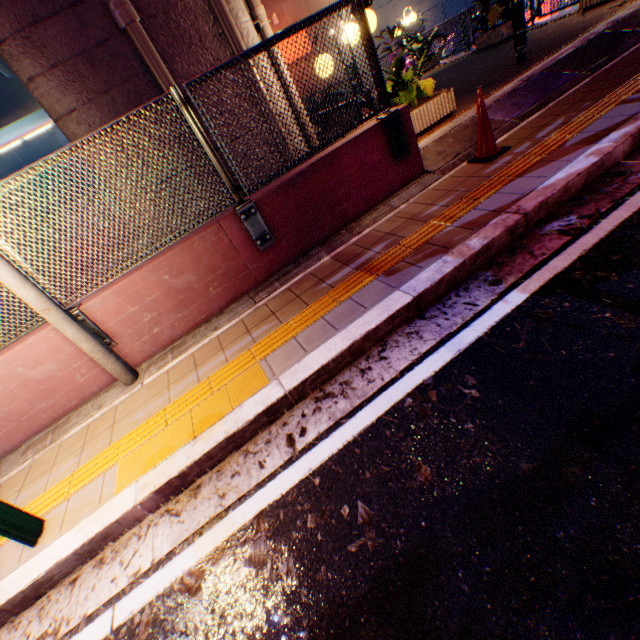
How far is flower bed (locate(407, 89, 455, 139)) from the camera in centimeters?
583cm

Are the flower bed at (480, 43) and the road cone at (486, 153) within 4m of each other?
no

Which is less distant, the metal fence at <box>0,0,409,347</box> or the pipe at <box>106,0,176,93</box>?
the metal fence at <box>0,0,409,347</box>

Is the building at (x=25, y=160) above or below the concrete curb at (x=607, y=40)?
above

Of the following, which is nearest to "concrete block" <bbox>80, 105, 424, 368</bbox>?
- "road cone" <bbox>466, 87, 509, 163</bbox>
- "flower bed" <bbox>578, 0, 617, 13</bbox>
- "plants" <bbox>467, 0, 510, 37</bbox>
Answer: "road cone" <bbox>466, 87, 509, 163</bbox>

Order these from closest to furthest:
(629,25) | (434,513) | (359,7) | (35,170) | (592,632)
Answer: (592,632) < (434,513) < (35,170) < (359,7) < (629,25)

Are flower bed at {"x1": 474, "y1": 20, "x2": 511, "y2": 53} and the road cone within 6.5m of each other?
no

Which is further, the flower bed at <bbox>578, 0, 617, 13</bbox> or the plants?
the plants
